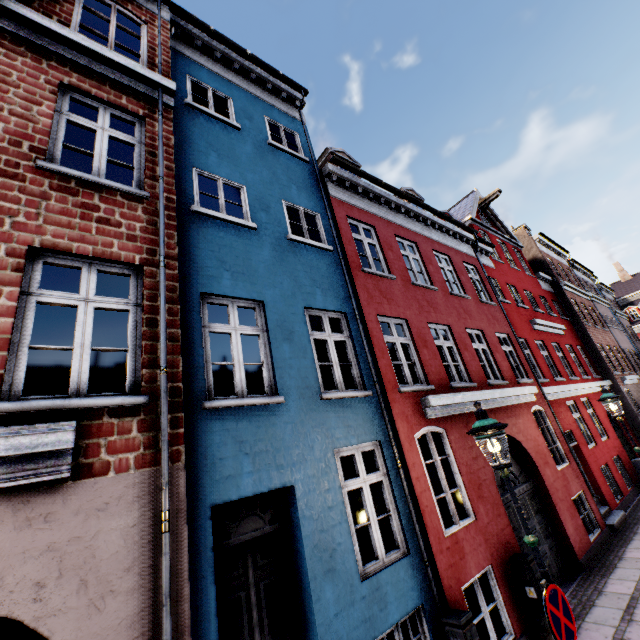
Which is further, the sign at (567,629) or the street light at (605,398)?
the street light at (605,398)

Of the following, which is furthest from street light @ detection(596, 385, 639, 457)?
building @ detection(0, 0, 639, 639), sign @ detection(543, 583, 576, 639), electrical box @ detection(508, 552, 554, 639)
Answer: electrical box @ detection(508, 552, 554, 639)

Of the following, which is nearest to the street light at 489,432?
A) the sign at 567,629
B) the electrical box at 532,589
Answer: the sign at 567,629

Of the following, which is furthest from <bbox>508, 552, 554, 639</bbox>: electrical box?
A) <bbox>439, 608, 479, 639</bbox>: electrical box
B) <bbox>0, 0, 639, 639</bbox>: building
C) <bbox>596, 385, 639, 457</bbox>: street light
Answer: <bbox>596, 385, 639, 457</bbox>: street light

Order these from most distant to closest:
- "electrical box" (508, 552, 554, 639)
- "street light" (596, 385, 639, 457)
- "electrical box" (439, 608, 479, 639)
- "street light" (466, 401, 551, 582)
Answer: "street light" (596, 385, 639, 457), "electrical box" (508, 552, 554, 639), "electrical box" (439, 608, 479, 639), "street light" (466, 401, 551, 582)

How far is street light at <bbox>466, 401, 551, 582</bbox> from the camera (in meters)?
3.78

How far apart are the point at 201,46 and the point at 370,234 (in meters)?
6.39

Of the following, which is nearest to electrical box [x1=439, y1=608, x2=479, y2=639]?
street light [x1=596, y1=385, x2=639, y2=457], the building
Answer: the building
